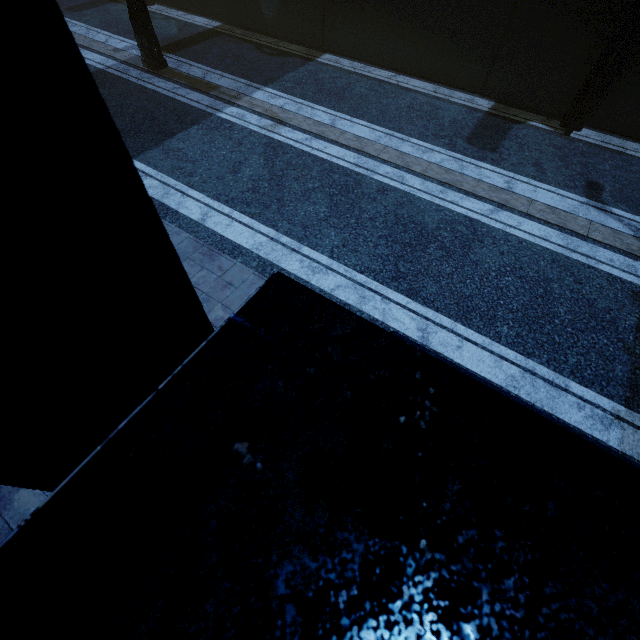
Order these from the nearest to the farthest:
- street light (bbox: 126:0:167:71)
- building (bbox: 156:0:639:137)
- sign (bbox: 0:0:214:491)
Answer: sign (bbox: 0:0:214:491) < building (bbox: 156:0:639:137) < street light (bbox: 126:0:167:71)

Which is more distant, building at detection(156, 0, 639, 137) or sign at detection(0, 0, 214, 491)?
building at detection(156, 0, 639, 137)

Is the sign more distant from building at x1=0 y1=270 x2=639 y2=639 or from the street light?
the street light

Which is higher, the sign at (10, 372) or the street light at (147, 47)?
the sign at (10, 372)

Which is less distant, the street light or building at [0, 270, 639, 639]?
building at [0, 270, 639, 639]

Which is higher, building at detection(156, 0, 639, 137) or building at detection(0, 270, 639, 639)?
building at detection(0, 270, 639, 639)

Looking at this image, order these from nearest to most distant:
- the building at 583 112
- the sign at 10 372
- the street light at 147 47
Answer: the sign at 10 372 → the building at 583 112 → the street light at 147 47

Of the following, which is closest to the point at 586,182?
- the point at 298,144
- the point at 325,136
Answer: the point at 325,136
